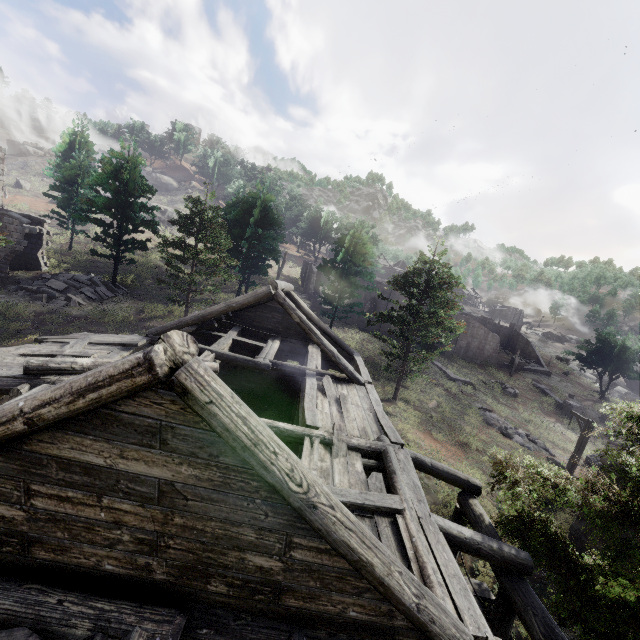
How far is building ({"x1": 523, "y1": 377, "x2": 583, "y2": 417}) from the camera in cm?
3509

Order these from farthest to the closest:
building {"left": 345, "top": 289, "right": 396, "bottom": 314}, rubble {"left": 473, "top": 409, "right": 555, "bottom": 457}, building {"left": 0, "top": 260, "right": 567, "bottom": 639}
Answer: building {"left": 345, "top": 289, "right": 396, "bottom": 314}, rubble {"left": 473, "top": 409, "right": 555, "bottom": 457}, building {"left": 0, "top": 260, "right": 567, "bottom": 639}

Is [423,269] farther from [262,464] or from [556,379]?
[556,379]

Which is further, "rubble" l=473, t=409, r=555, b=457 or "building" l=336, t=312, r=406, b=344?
"building" l=336, t=312, r=406, b=344

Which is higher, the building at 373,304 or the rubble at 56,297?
the building at 373,304

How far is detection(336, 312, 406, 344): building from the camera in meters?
39.9

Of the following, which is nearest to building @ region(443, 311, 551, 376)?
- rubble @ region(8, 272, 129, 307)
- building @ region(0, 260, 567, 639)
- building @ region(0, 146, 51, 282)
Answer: building @ region(0, 260, 567, 639)

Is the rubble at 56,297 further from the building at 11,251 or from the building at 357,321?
the building at 357,321
